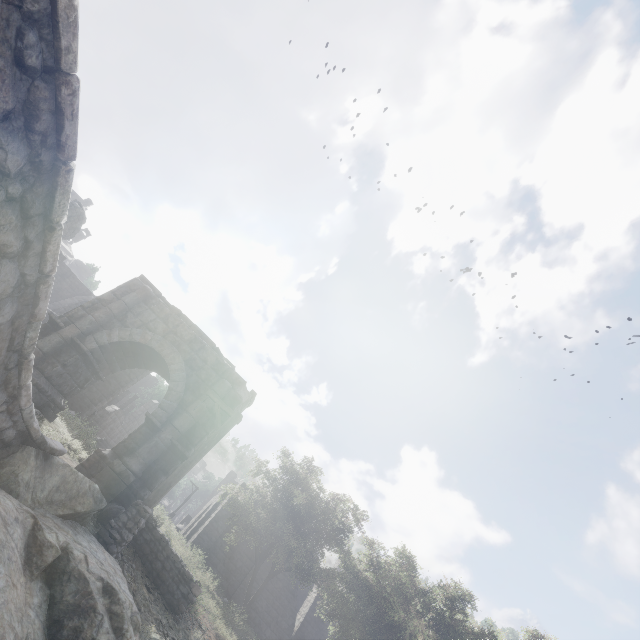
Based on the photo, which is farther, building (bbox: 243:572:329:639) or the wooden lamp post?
building (bbox: 243:572:329:639)

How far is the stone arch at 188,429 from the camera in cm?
1061

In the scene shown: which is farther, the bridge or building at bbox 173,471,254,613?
building at bbox 173,471,254,613

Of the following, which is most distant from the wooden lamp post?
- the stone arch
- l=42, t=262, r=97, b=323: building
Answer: l=42, t=262, r=97, b=323: building

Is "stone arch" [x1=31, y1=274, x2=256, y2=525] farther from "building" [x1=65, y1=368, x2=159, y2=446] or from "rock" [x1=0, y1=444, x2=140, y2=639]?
"rock" [x1=0, y1=444, x2=140, y2=639]

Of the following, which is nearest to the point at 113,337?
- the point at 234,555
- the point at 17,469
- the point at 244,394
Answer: the point at 244,394

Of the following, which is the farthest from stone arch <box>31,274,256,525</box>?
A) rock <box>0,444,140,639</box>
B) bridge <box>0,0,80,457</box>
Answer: bridge <box>0,0,80,457</box>

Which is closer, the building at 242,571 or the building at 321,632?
the building at 242,571
